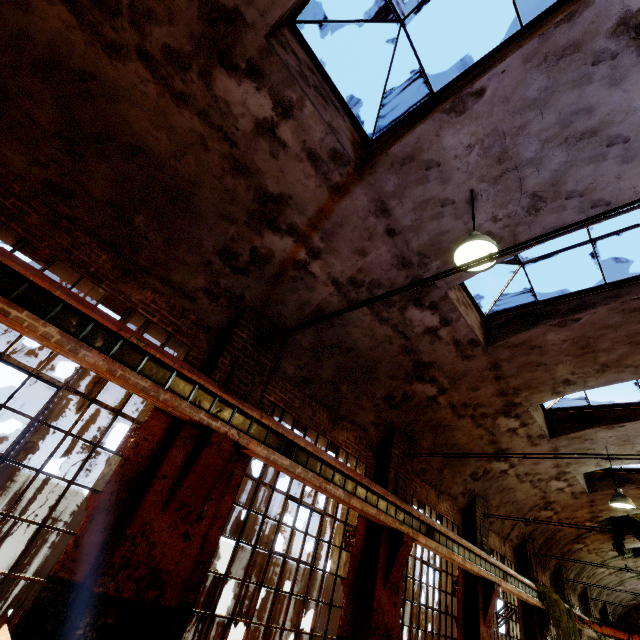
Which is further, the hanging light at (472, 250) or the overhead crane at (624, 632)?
the overhead crane at (624, 632)

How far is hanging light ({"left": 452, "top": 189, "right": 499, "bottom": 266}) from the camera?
3.9m

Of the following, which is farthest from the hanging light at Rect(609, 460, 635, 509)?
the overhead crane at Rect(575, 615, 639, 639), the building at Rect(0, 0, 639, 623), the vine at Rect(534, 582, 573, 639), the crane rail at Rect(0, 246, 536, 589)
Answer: the overhead crane at Rect(575, 615, 639, 639)

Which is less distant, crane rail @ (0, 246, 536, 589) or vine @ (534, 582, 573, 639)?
crane rail @ (0, 246, 536, 589)

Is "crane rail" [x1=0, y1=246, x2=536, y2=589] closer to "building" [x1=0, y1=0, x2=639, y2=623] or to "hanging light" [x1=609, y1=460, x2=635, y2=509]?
"building" [x1=0, y1=0, x2=639, y2=623]

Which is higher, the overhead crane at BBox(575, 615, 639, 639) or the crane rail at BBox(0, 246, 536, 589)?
the crane rail at BBox(0, 246, 536, 589)

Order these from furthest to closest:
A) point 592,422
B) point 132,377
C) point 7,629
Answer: point 592,422 < point 132,377 < point 7,629

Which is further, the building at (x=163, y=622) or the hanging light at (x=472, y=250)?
the hanging light at (x=472, y=250)
